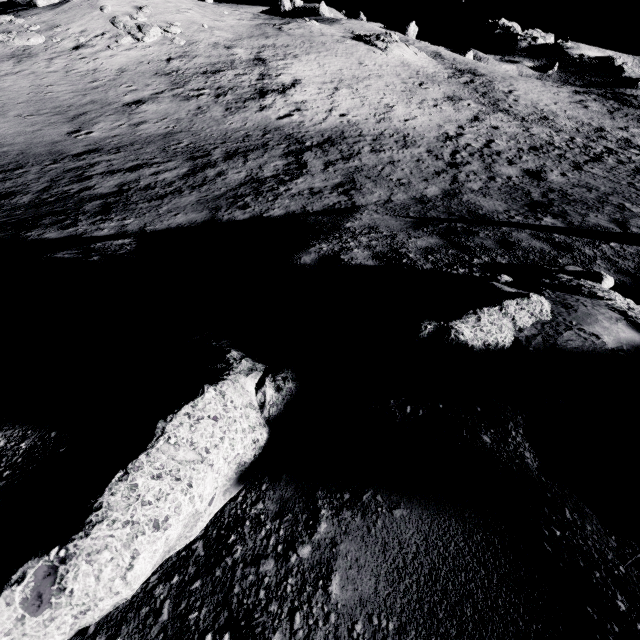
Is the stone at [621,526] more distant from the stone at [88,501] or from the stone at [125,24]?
the stone at [125,24]

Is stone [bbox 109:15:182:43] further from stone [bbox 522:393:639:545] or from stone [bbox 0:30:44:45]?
stone [bbox 522:393:639:545]

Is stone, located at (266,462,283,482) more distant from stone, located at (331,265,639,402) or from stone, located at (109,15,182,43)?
stone, located at (109,15,182,43)

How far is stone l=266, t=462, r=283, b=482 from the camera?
1.3m

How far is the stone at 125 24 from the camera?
22.4 meters

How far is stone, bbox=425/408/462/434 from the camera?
1.67m

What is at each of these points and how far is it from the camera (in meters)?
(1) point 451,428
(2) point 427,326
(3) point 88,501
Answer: (1) stone, 1.68
(2) stone, 2.25
(3) stone, 0.88

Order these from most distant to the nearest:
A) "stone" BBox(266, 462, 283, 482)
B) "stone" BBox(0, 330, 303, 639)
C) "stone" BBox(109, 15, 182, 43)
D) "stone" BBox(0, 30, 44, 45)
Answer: "stone" BBox(109, 15, 182, 43) → "stone" BBox(0, 30, 44, 45) → "stone" BBox(266, 462, 283, 482) → "stone" BBox(0, 330, 303, 639)
